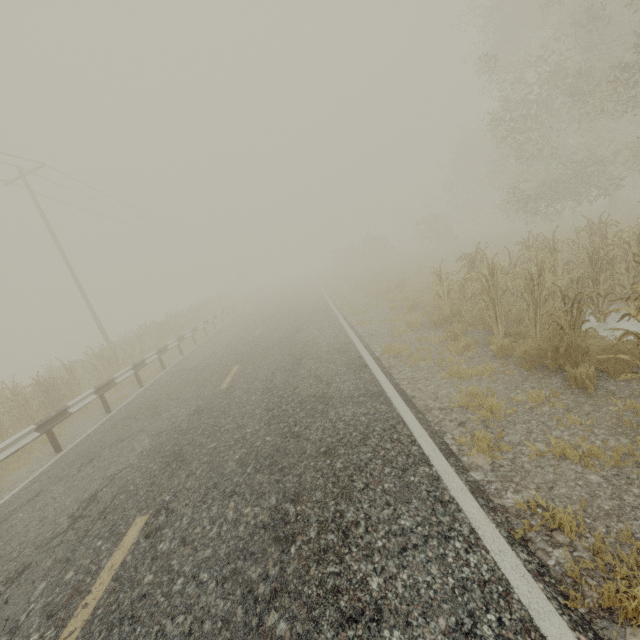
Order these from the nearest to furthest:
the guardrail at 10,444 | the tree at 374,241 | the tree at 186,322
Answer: the guardrail at 10,444 < the tree at 186,322 < the tree at 374,241

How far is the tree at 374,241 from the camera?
34.5m

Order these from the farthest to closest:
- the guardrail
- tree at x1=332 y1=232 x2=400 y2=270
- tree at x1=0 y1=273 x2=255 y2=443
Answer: tree at x1=332 y1=232 x2=400 y2=270, tree at x1=0 y1=273 x2=255 y2=443, the guardrail

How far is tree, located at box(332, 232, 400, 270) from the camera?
34.5m

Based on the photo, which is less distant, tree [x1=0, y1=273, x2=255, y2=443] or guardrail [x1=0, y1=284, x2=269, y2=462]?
guardrail [x1=0, y1=284, x2=269, y2=462]

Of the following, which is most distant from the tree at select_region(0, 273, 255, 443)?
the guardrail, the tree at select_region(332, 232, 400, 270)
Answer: the tree at select_region(332, 232, 400, 270)

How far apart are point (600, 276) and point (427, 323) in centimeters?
394cm
